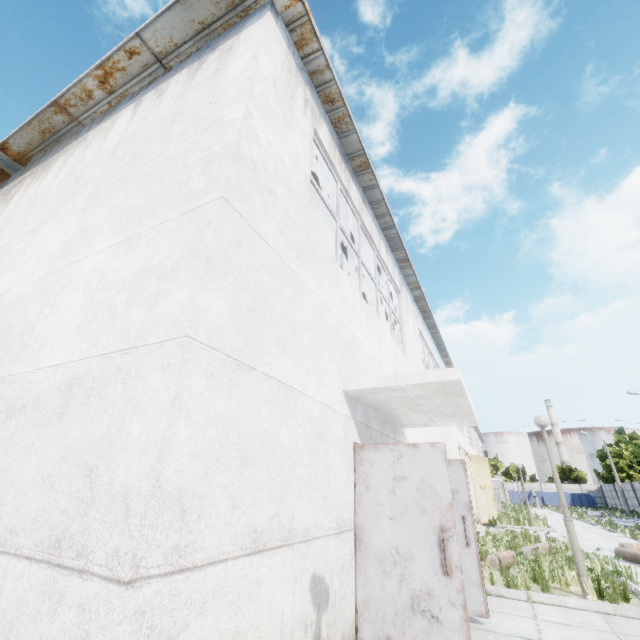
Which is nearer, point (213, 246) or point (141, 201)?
point (213, 246)

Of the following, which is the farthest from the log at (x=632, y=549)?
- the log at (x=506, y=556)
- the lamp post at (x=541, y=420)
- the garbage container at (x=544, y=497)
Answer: the garbage container at (x=544, y=497)

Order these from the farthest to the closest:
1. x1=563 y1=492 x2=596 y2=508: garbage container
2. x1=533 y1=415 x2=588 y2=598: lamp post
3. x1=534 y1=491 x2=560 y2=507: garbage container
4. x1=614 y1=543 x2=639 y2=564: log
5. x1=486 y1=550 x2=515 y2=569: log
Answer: x1=534 y1=491 x2=560 y2=507: garbage container, x1=563 y1=492 x2=596 y2=508: garbage container, x1=614 y1=543 x2=639 y2=564: log, x1=486 y1=550 x2=515 y2=569: log, x1=533 y1=415 x2=588 y2=598: lamp post

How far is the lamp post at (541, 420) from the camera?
6.34m

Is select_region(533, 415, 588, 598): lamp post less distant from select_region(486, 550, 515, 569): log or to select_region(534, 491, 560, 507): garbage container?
select_region(486, 550, 515, 569): log

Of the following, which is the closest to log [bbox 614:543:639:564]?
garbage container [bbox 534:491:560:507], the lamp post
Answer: the lamp post

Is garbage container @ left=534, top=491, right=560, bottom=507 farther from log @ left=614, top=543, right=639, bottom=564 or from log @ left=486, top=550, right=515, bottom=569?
log @ left=486, top=550, right=515, bottom=569

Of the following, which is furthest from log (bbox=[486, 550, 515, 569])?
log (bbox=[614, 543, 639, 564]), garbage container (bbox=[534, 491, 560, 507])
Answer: garbage container (bbox=[534, 491, 560, 507])
